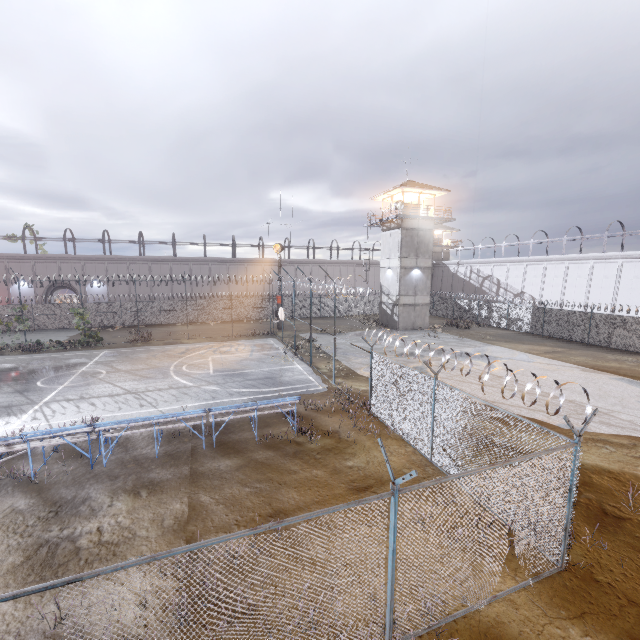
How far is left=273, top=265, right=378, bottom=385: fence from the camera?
16.9 meters

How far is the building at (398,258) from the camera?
33.8m

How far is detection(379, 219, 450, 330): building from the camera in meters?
33.8 m

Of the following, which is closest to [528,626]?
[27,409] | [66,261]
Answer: A: [27,409]

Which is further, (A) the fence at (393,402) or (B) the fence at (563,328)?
(B) the fence at (563,328)

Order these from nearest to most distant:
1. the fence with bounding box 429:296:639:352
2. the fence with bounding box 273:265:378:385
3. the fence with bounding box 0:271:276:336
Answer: the fence with bounding box 273:265:378:385 < the fence with bounding box 429:296:639:352 < the fence with bounding box 0:271:276:336

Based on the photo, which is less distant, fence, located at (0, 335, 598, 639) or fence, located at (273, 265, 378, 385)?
fence, located at (0, 335, 598, 639)
